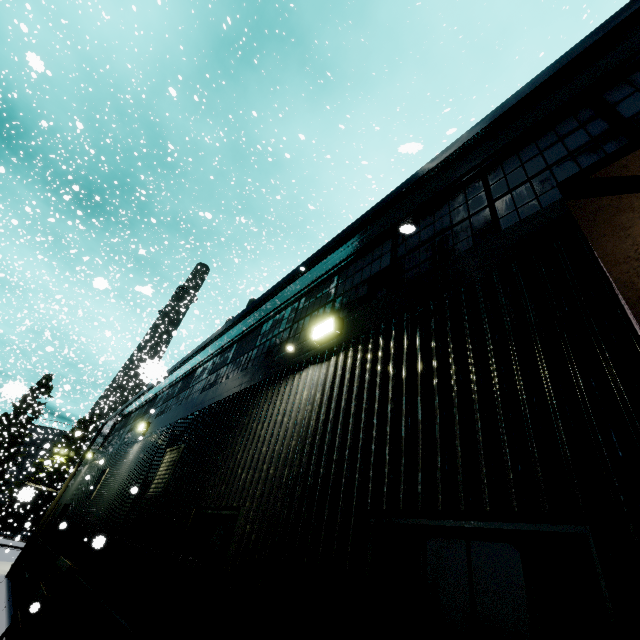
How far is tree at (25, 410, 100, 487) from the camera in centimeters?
3771cm

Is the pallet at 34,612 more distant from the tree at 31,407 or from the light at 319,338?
the tree at 31,407

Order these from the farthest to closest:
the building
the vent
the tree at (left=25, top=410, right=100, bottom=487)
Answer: the tree at (left=25, top=410, right=100, bottom=487)
the vent
the building

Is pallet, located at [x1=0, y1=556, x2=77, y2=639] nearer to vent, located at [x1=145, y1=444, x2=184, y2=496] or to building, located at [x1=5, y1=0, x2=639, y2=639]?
building, located at [x1=5, y1=0, x2=639, y2=639]

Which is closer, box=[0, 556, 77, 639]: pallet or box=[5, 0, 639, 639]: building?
box=[5, 0, 639, 639]: building

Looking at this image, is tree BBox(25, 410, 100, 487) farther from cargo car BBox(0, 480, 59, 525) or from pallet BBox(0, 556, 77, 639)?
pallet BBox(0, 556, 77, 639)

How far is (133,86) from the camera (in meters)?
39.09

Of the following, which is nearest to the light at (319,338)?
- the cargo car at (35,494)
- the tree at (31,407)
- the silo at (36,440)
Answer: the cargo car at (35,494)
